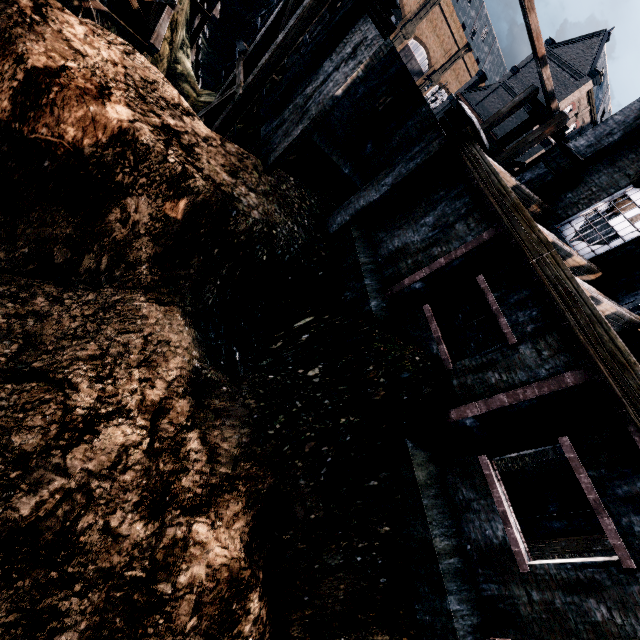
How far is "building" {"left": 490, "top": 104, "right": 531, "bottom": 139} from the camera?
39.6 meters

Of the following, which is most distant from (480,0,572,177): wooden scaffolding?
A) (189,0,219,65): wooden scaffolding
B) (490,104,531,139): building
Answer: (490,104,531,139): building

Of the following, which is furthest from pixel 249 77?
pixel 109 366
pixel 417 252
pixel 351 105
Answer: pixel 109 366

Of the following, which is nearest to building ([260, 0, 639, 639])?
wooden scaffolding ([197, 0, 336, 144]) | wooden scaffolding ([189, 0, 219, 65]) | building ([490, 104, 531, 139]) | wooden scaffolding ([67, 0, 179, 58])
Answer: wooden scaffolding ([197, 0, 336, 144])

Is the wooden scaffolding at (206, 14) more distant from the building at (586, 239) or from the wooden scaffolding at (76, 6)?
the building at (586, 239)

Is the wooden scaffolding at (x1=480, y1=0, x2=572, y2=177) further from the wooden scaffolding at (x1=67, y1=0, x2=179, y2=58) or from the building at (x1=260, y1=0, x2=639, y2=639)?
the wooden scaffolding at (x1=67, y1=0, x2=179, y2=58)

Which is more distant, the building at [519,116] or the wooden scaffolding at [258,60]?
the building at [519,116]
